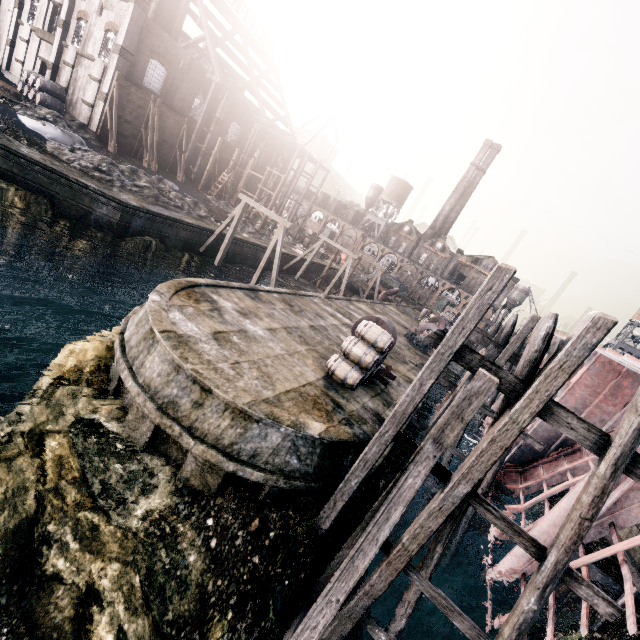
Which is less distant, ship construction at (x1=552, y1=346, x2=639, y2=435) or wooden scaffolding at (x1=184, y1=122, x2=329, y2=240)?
ship construction at (x1=552, y1=346, x2=639, y2=435)

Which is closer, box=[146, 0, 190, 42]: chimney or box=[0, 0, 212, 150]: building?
box=[0, 0, 212, 150]: building

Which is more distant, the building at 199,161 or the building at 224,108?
the building at 199,161

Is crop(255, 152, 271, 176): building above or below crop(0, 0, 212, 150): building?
above

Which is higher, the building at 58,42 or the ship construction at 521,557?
the building at 58,42

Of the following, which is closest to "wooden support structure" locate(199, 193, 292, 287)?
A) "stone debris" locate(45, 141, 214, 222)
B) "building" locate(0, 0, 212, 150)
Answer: "stone debris" locate(45, 141, 214, 222)

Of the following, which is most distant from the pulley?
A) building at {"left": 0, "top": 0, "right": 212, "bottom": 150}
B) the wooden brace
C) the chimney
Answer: building at {"left": 0, "top": 0, "right": 212, "bottom": 150}

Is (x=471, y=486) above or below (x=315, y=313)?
above
